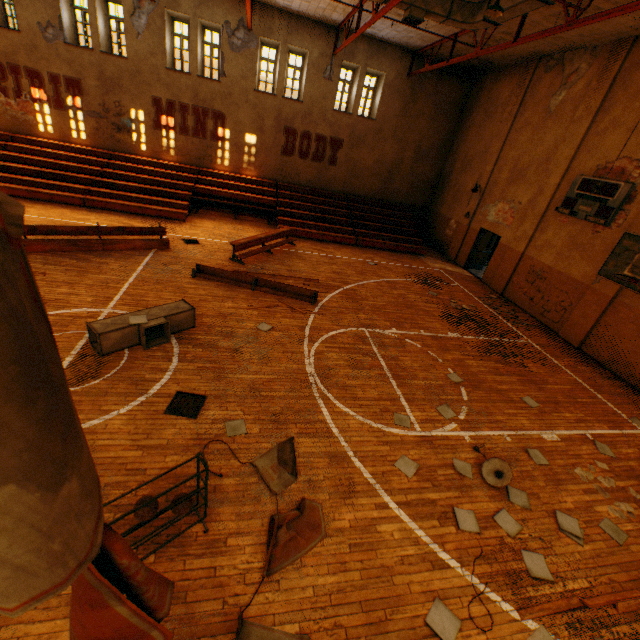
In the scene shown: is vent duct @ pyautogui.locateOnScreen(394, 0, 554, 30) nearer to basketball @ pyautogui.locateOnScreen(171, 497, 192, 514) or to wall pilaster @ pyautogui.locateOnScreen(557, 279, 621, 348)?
wall pilaster @ pyautogui.locateOnScreen(557, 279, 621, 348)

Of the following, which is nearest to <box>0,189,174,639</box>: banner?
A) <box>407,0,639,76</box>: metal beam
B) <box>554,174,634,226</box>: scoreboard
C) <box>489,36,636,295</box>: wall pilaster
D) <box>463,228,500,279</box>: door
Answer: <box>407,0,639,76</box>: metal beam

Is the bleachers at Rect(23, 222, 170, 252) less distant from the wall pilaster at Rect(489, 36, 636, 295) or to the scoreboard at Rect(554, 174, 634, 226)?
Result: the wall pilaster at Rect(489, 36, 636, 295)

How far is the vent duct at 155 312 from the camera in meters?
6.2

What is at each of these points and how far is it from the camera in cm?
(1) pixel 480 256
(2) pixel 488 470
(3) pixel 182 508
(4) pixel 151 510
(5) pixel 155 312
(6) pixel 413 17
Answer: (1) door, 1677
(2) lamp, 561
(3) basketball, 365
(4) basketball, 328
(5) vent duct, 700
(6) vent duct, 963

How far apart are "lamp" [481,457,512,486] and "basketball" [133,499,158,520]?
5.0m

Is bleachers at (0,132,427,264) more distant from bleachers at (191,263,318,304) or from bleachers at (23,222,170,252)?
bleachers at (191,263,318,304)

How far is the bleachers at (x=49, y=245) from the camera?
9.4 meters
